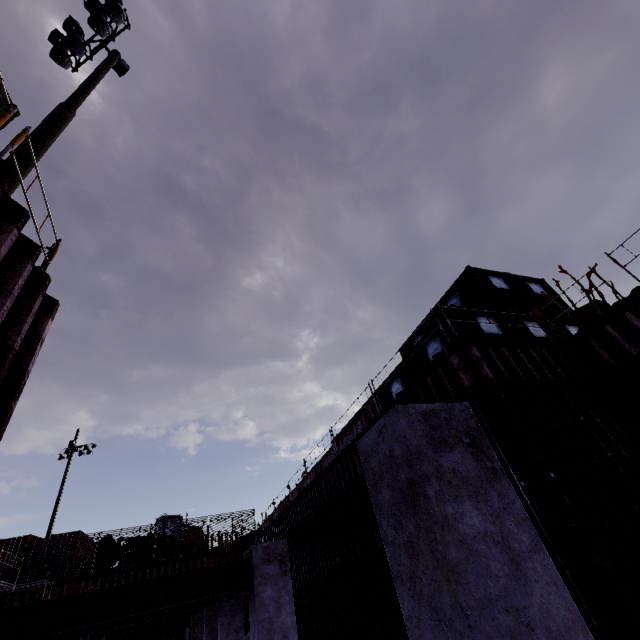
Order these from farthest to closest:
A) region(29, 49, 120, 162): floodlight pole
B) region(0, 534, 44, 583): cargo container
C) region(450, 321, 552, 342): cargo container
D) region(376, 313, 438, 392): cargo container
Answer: region(0, 534, 44, 583): cargo container < region(376, 313, 438, 392): cargo container < region(450, 321, 552, 342): cargo container < region(29, 49, 120, 162): floodlight pole

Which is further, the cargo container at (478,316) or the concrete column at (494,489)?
the cargo container at (478,316)

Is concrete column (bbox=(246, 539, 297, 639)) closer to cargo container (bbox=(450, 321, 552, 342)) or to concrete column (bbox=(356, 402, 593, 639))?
concrete column (bbox=(356, 402, 593, 639))

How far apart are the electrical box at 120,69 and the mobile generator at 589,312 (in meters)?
17.05

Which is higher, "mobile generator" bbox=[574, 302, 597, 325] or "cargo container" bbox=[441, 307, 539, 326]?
"cargo container" bbox=[441, 307, 539, 326]

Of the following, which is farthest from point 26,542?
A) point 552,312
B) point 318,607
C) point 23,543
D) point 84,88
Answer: point 552,312

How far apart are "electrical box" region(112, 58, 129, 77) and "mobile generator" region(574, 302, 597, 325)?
17.0 meters
